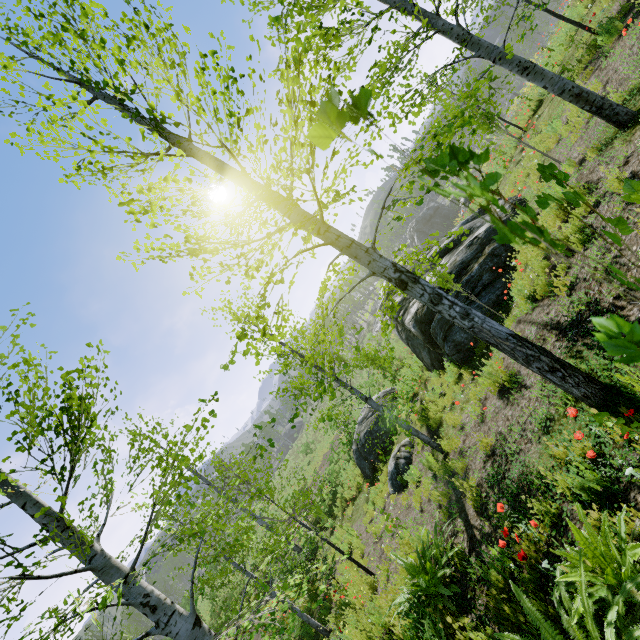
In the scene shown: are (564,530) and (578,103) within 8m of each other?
yes

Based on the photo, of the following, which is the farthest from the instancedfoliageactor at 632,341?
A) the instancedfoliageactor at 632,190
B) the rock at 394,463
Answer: the rock at 394,463

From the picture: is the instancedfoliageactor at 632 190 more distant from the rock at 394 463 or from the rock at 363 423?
the rock at 363 423

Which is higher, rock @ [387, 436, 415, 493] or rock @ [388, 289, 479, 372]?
rock @ [388, 289, 479, 372]

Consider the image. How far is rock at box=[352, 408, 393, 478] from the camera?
13.31m

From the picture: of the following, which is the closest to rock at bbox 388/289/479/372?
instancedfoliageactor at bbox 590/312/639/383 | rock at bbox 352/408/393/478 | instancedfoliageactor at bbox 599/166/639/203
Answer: rock at bbox 352/408/393/478

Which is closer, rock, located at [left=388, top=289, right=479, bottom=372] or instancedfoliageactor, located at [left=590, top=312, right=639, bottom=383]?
instancedfoliageactor, located at [left=590, top=312, right=639, bottom=383]

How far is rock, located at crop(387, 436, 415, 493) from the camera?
9.6 meters
